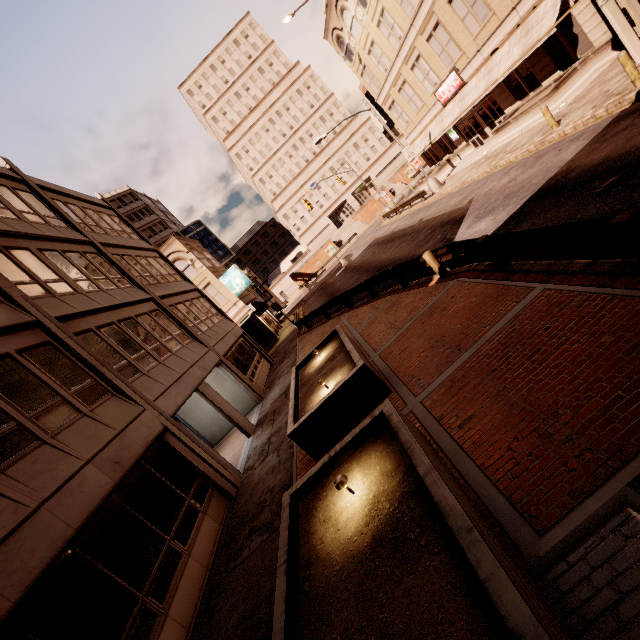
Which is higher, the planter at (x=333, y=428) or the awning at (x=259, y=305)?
the awning at (x=259, y=305)

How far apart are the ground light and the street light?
26.36m

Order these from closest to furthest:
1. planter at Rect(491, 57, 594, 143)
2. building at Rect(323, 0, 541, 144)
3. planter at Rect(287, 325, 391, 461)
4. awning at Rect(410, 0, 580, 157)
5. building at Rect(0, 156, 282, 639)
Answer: building at Rect(0, 156, 282, 639) < planter at Rect(287, 325, 391, 461) < awning at Rect(410, 0, 580, 157) < planter at Rect(491, 57, 594, 143) < building at Rect(323, 0, 541, 144)

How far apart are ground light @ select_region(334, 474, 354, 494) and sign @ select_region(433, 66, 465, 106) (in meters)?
29.22

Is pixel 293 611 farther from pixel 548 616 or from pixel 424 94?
pixel 424 94

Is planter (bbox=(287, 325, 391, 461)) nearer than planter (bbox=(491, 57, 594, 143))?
Yes

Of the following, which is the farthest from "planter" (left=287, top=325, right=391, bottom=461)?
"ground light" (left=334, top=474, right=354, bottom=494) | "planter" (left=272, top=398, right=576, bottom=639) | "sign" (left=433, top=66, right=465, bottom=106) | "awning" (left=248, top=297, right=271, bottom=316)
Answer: "sign" (left=433, top=66, right=465, bottom=106)

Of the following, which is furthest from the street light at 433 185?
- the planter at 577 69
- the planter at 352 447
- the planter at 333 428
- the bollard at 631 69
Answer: the planter at 352 447
